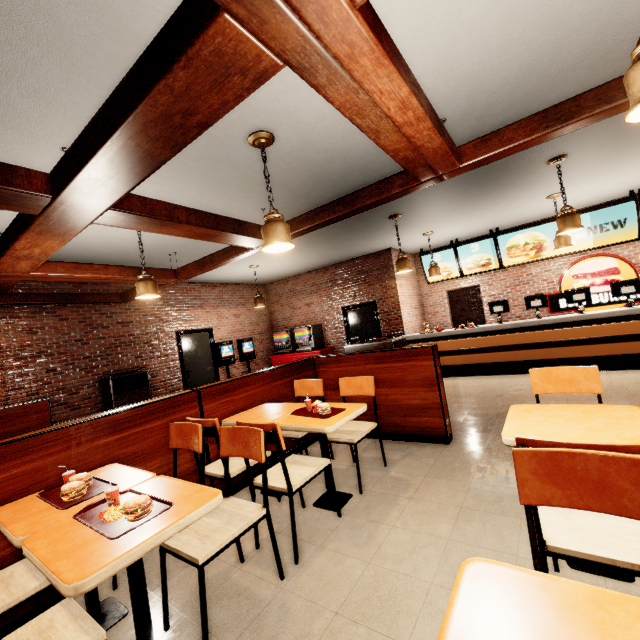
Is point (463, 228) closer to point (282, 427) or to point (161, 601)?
point (282, 427)
